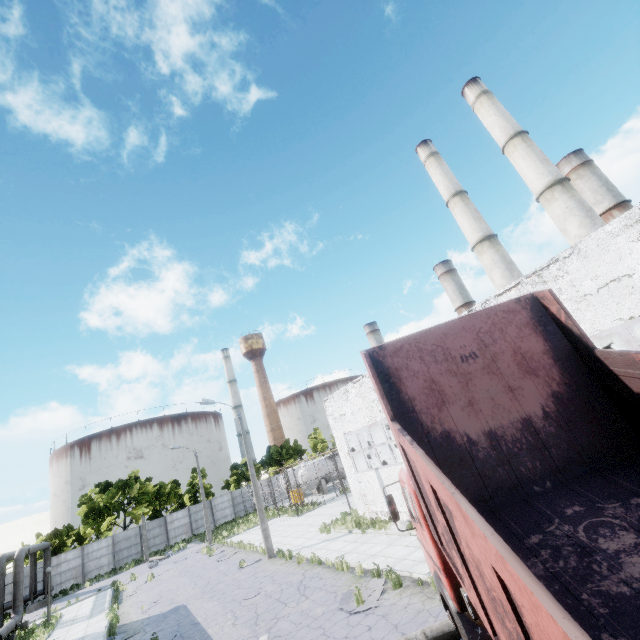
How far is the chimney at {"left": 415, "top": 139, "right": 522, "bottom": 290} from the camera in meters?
30.8

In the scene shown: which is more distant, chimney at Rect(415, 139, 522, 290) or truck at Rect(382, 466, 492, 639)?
chimney at Rect(415, 139, 522, 290)

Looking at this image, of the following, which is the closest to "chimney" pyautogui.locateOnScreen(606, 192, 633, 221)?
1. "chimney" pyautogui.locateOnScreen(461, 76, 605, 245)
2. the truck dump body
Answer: "chimney" pyautogui.locateOnScreen(461, 76, 605, 245)

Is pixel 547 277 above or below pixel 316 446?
above

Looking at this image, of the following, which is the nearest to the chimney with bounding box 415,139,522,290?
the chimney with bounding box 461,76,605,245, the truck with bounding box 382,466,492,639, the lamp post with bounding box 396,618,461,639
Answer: the chimney with bounding box 461,76,605,245

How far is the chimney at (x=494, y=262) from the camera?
30.8 meters

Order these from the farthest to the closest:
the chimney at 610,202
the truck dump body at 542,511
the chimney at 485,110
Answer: the chimney at 610,202, the chimney at 485,110, the truck dump body at 542,511

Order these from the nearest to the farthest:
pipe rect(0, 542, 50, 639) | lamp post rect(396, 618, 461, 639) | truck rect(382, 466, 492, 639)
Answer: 1. truck rect(382, 466, 492, 639)
2. lamp post rect(396, 618, 461, 639)
3. pipe rect(0, 542, 50, 639)
